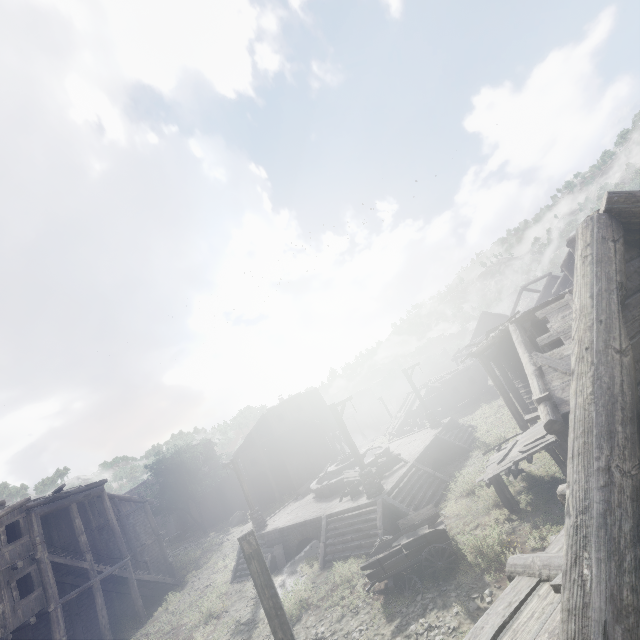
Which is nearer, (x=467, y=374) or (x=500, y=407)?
(x=500, y=407)

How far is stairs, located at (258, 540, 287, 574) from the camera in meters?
17.5

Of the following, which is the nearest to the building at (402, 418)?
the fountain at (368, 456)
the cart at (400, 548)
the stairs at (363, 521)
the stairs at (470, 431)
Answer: the cart at (400, 548)

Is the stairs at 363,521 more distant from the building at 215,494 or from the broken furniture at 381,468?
the building at 215,494

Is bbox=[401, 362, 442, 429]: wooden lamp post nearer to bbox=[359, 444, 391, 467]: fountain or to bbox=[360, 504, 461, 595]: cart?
bbox=[359, 444, 391, 467]: fountain

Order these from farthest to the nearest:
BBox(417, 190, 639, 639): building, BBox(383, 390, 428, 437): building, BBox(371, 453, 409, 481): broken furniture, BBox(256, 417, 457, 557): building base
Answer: BBox(383, 390, 428, 437): building, BBox(371, 453, 409, 481): broken furniture, BBox(256, 417, 457, 557): building base, BBox(417, 190, 639, 639): building

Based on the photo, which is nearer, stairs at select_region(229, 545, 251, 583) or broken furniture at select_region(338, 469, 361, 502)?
broken furniture at select_region(338, 469, 361, 502)

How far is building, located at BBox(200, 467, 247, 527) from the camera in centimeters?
4334cm
